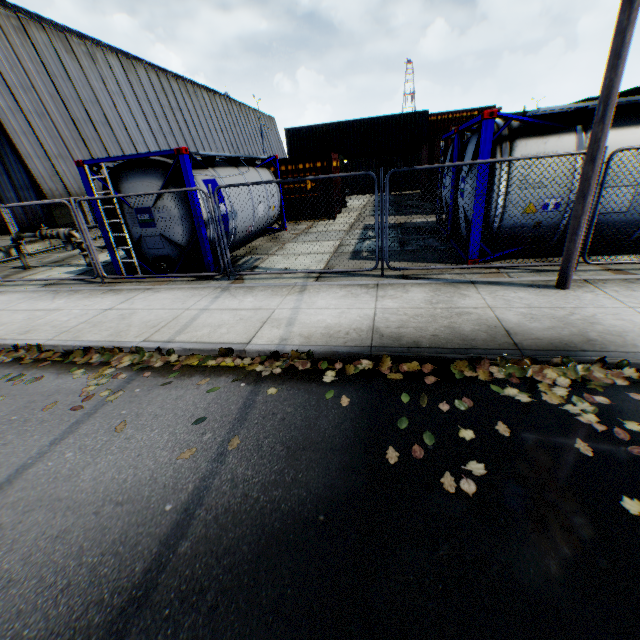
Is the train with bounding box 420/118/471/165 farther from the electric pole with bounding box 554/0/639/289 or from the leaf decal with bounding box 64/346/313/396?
the leaf decal with bounding box 64/346/313/396

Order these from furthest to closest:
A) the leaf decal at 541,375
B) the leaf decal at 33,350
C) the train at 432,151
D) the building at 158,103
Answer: the building at 158,103, the train at 432,151, the leaf decal at 33,350, the leaf decal at 541,375

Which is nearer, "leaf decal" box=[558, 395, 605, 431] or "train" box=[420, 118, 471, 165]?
"leaf decal" box=[558, 395, 605, 431]

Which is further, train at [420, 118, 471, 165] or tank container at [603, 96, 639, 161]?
train at [420, 118, 471, 165]

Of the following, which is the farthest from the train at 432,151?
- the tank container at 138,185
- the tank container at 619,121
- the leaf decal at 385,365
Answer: the leaf decal at 385,365

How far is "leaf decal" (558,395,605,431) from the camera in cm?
307

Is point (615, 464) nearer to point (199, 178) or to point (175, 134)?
point (199, 178)

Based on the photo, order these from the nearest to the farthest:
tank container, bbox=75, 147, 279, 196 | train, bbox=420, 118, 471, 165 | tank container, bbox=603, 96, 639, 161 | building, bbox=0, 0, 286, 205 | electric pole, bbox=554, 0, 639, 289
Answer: electric pole, bbox=554, 0, 639, 289 → tank container, bbox=603, 96, 639, 161 → tank container, bbox=75, 147, 279, 196 → train, bbox=420, 118, 471, 165 → building, bbox=0, 0, 286, 205
